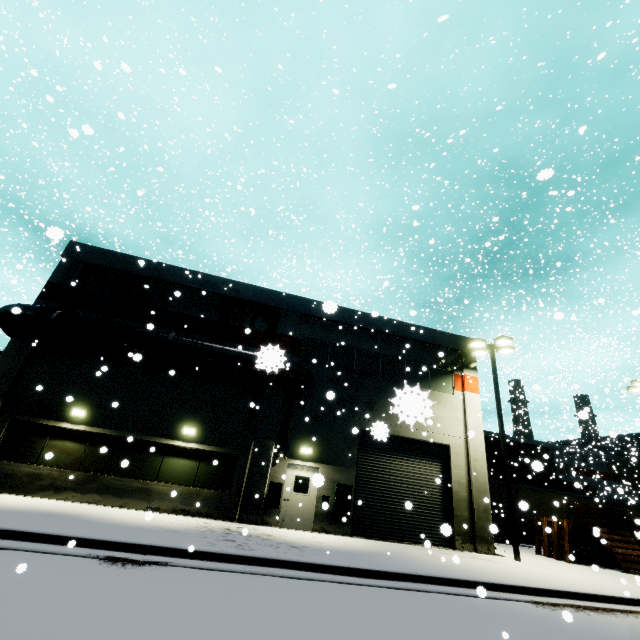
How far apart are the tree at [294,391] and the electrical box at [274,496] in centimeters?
57cm

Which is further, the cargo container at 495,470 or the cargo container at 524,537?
the cargo container at 495,470

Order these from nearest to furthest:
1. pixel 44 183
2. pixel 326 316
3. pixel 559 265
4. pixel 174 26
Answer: pixel 326 316, pixel 559 265, pixel 174 26, pixel 44 183

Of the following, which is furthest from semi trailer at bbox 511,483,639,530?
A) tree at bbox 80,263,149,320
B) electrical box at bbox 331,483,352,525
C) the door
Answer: tree at bbox 80,263,149,320

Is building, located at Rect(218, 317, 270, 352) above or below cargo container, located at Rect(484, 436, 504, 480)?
above

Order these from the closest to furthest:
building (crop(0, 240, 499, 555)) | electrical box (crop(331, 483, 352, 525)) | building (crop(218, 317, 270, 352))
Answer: building (crop(0, 240, 499, 555)), electrical box (crop(331, 483, 352, 525)), building (crop(218, 317, 270, 352))

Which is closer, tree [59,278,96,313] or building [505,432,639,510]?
tree [59,278,96,313]

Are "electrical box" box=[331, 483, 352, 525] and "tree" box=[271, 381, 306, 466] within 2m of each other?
no
